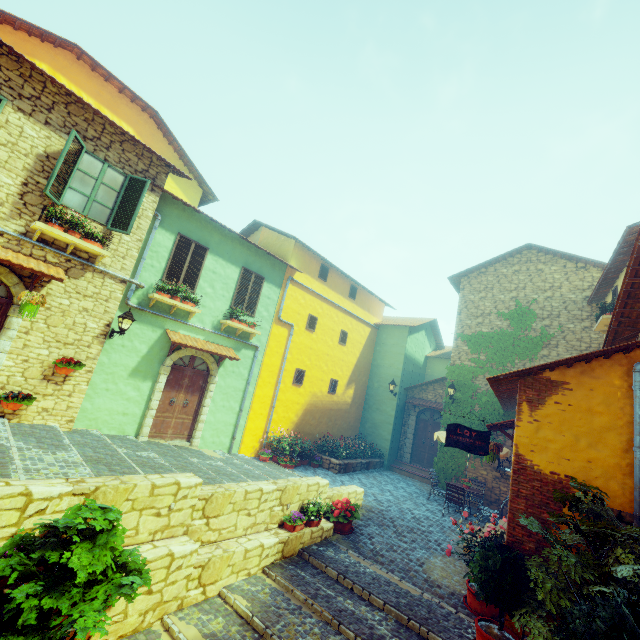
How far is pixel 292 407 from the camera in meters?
13.9 m

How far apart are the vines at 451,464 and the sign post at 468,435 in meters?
6.2

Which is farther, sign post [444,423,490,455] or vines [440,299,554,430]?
vines [440,299,554,430]

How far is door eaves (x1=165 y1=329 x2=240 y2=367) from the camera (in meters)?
9.72

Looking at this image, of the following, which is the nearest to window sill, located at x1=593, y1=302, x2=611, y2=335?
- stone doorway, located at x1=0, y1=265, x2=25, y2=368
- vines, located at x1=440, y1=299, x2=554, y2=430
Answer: vines, located at x1=440, y1=299, x2=554, y2=430

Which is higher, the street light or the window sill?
the window sill

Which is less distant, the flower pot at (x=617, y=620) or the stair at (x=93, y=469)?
the flower pot at (x=617, y=620)

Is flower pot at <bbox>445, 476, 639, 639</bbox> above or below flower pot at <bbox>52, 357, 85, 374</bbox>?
below
